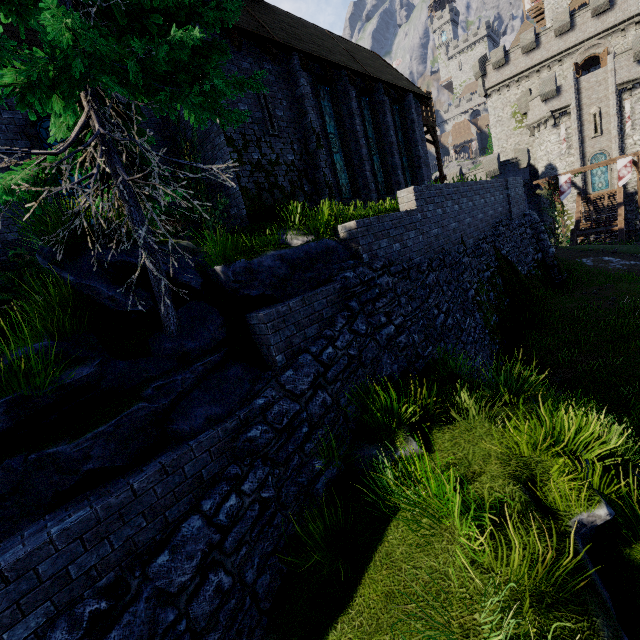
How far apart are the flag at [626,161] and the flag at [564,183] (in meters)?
2.76

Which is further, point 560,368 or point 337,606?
point 560,368

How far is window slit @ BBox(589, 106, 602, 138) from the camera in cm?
3170

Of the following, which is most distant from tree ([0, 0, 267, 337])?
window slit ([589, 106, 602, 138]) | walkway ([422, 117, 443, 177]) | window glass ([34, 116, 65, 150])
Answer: window slit ([589, 106, 602, 138])

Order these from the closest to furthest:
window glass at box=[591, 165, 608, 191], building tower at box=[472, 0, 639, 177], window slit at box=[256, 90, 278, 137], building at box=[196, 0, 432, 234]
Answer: building at box=[196, 0, 432, 234]
window slit at box=[256, 90, 278, 137]
building tower at box=[472, 0, 639, 177]
window glass at box=[591, 165, 608, 191]

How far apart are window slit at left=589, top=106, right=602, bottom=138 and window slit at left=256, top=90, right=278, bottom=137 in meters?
37.8 m

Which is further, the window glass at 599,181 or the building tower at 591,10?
the window glass at 599,181

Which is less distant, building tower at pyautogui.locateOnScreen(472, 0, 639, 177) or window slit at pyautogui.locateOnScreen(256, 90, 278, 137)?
window slit at pyautogui.locateOnScreen(256, 90, 278, 137)
